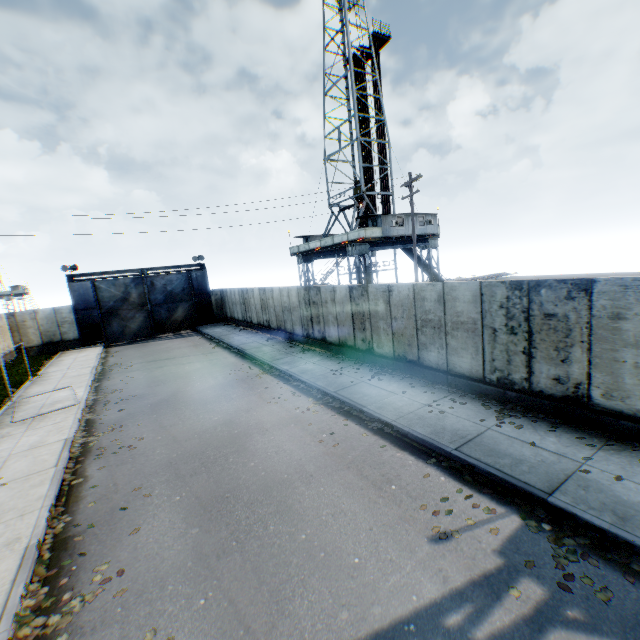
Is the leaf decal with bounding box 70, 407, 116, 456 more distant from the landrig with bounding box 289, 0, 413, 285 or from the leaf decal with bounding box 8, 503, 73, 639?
the landrig with bounding box 289, 0, 413, 285

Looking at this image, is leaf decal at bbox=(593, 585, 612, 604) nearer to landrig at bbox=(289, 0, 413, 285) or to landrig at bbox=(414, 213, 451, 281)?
landrig at bbox=(414, 213, 451, 281)

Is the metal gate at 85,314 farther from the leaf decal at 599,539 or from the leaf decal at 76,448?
the leaf decal at 599,539

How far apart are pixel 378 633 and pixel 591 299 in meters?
7.3 m

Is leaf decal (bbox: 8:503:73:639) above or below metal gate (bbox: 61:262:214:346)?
below

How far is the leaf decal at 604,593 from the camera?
4.0 meters

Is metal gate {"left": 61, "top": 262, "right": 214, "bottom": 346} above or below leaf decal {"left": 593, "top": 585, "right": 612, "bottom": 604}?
above

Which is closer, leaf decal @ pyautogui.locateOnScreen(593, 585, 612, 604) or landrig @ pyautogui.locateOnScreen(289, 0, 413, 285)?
leaf decal @ pyautogui.locateOnScreen(593, 585, 612, 604)
